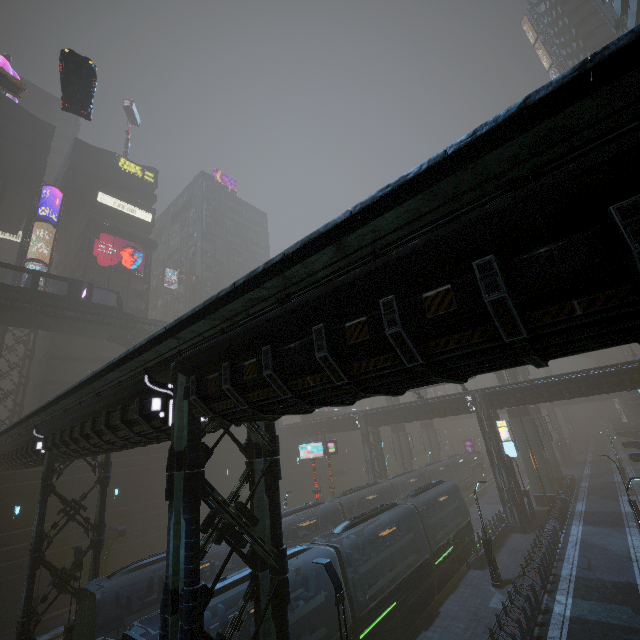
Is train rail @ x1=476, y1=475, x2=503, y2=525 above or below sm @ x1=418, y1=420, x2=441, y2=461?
below

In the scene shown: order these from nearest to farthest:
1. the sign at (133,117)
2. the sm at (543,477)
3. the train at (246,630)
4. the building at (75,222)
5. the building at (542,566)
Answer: the train at (246,630) → the building at (542,566) → the sm at (543,477) → the building at (75,222) → the sign at (133,117)

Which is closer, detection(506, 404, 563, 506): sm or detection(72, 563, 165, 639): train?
detection(72, 563, 165, 639): train

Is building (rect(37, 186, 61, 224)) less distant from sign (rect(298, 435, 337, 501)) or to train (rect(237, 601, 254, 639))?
train (rect(237, 601, 254, 639))

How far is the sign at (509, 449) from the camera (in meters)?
28.56

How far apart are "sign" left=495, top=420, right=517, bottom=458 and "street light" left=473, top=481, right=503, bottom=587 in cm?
1017

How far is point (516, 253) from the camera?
4.0m

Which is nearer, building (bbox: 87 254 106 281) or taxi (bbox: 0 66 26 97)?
taxi (bbox: 0 66 26 97)
